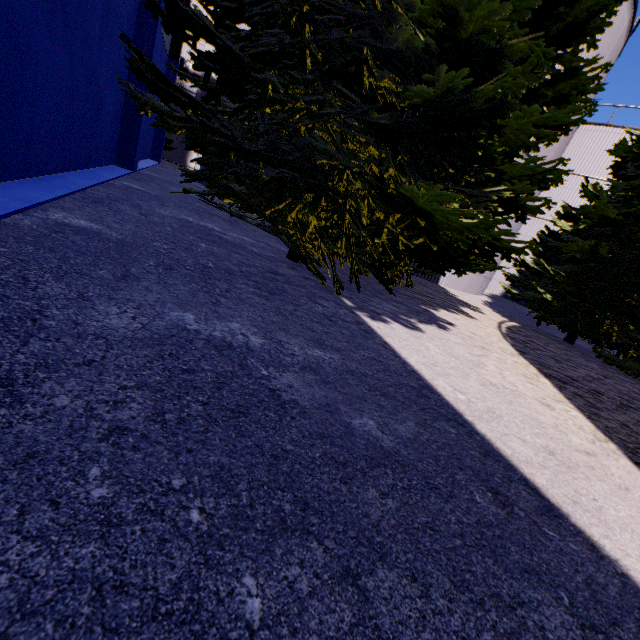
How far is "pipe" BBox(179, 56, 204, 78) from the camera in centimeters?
2119cm

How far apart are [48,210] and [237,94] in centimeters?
383cm

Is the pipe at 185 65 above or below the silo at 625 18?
below

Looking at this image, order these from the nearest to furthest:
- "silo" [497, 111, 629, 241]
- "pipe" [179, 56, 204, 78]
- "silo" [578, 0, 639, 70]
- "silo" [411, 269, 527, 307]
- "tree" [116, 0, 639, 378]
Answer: "tree" [116, 0, 639, 378] < "silo" [578, 0, 639, 70] < "silo" [411, 269, 527, 307] < "silo" [497, 111, 629, 241] < "pipe" [179, 56, 204, 78]

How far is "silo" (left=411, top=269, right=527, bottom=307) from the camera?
13.8 meters

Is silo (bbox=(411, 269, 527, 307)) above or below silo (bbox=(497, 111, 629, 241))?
below

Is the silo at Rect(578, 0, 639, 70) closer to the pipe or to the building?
→ the building

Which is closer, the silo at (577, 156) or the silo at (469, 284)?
the silo at (469, 284)
